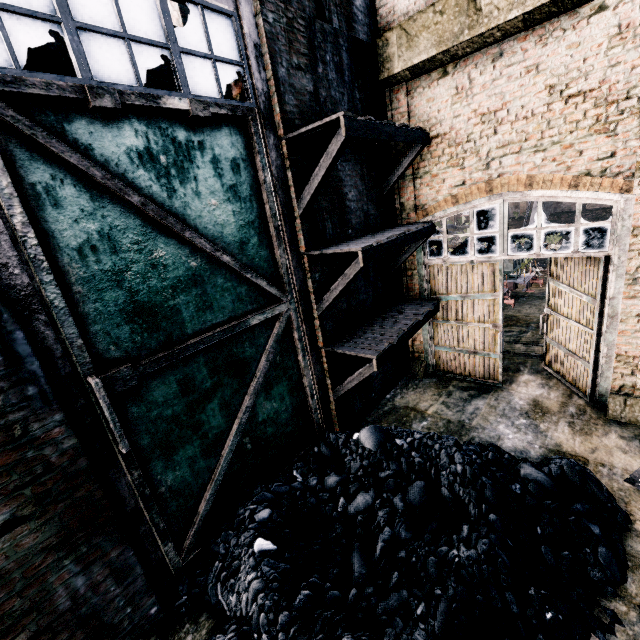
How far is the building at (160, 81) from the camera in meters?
4.6

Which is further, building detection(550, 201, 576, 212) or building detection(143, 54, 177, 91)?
building detection(550, 201, 576, 212)

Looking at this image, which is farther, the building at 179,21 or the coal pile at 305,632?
the building at 179,21

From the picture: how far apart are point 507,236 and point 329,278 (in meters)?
4.42

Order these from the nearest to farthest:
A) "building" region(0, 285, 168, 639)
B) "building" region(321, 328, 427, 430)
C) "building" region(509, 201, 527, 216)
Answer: "building" region(0, 285, 168, 639)
"building" region(321, 328, 427, 430)
"building" region(509, 201, 527, 216)

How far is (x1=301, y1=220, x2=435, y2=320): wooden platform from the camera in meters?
5.9 m

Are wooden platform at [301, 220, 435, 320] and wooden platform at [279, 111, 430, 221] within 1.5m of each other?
yes

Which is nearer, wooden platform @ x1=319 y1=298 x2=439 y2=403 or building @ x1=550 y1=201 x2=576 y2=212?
wooden platform @ x1=319 y1=298 x2=439 y2=403
